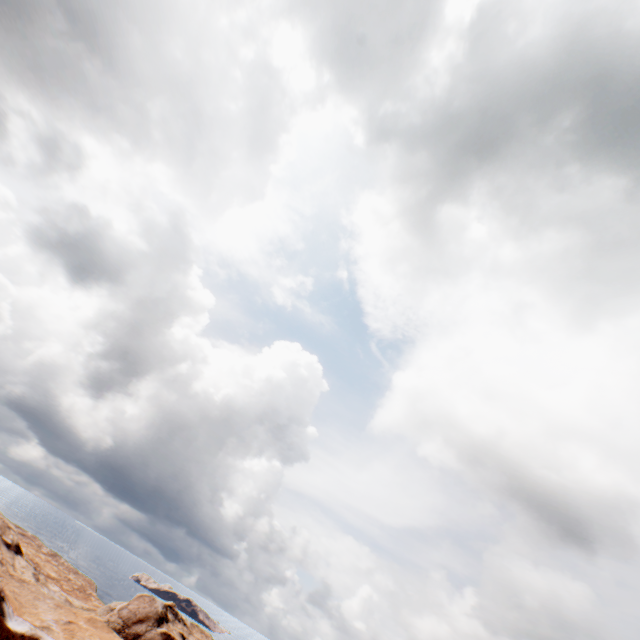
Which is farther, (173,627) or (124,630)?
(173,627)
